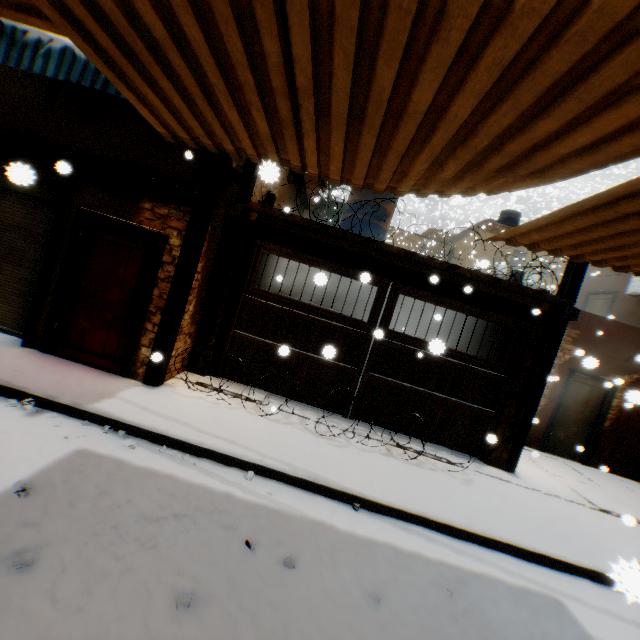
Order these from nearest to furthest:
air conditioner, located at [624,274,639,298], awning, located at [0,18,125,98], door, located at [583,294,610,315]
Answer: awning, located at [0,18,125,98] → air conditioner, located at [624,274,639,298] → door, located at [583,294,610,315]

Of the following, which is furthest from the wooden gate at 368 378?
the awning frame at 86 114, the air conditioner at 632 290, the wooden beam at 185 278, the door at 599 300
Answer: the door at 599 300

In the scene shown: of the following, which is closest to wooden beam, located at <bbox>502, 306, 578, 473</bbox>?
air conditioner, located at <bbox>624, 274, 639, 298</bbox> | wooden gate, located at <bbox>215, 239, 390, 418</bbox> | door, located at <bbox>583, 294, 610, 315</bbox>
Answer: wooden gate, located at <bbox>215, 239, 390, 418</bbox>

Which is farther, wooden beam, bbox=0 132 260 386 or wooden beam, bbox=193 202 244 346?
wooden beam, bbox=193 202 244 346

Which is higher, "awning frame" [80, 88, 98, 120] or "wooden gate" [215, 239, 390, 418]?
"awning frame" [80, 88, 98, 120]

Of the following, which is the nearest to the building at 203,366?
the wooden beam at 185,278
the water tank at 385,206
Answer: the wooden beam at 185,278

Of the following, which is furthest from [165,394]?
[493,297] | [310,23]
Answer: [493,297]

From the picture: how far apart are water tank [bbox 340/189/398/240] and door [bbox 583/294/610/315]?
8.8 meters
